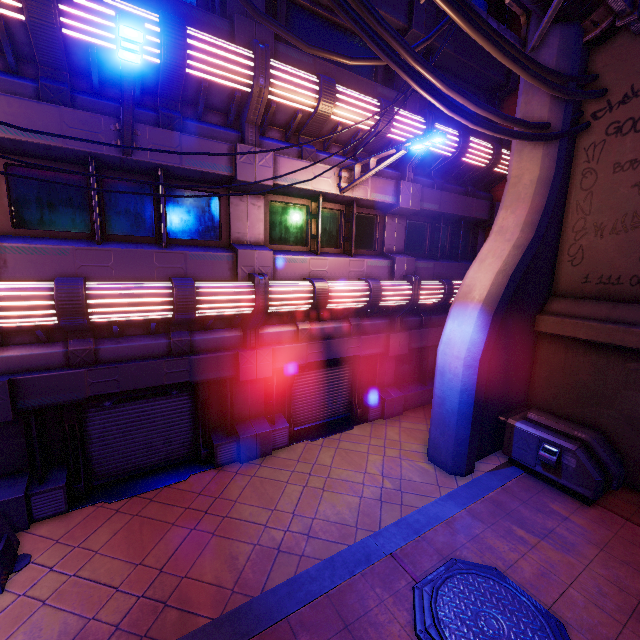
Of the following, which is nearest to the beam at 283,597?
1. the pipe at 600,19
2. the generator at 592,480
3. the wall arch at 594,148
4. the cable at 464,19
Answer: the generator at 592,480

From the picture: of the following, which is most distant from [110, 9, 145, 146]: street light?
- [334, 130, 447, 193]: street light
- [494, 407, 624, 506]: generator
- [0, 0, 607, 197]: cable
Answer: [494, 407, 624, 506]: generator

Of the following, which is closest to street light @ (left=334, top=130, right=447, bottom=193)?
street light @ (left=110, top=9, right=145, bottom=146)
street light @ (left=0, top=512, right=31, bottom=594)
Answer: street light @ (left=110, top=9, right=145, bottom=146)

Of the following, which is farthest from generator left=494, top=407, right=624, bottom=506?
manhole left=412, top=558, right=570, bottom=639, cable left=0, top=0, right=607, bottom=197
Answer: cable left=0, top=0, right=607, bottom=197

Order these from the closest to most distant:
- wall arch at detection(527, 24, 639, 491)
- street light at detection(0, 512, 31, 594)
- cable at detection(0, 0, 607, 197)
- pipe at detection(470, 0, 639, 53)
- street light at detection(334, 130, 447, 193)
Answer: cable at detection(0, 0, 607, 197) < street light at detection(0, 512, 31, 594) < street light at detection(334, 130, 447, 193) < pipe at detection(470, 0, 639, 53) < wall arch at detection(527, 24, 639, 491)

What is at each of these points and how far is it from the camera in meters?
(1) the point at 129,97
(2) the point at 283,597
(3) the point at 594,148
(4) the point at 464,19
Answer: (1) street light, 4.6 m
(2) beam, 5.0 m
(3) wall arch, 8.4 m
(4) cable, 5.2 m

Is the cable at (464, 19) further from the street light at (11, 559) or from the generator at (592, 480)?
the generator at (592, 480)

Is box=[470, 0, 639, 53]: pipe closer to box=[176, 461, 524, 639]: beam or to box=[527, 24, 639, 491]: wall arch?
box=[527, 24, 639, 491]: wall arch
